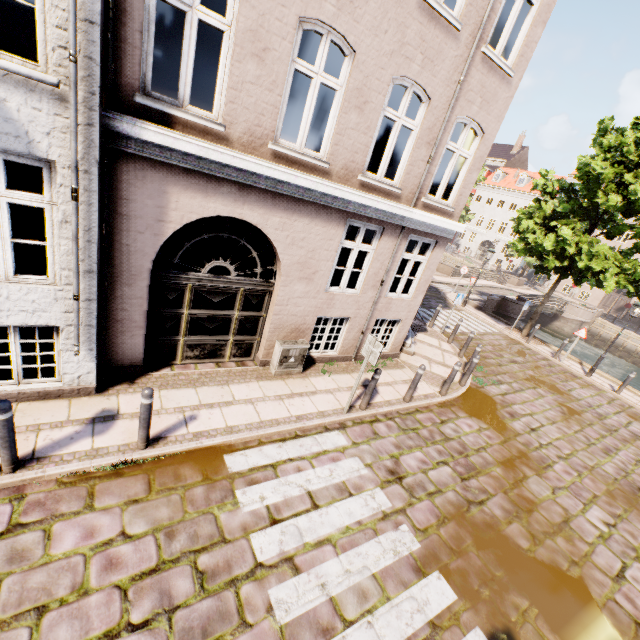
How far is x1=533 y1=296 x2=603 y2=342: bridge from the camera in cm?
2806

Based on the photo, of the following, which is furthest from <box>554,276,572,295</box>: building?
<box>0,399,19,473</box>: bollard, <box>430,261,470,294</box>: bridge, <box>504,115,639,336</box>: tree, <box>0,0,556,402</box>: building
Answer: <box>0,399,19,473</box>: bollard

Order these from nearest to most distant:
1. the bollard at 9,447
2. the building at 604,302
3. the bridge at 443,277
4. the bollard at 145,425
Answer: the bollard at 9,447
the bollard at 145,425
the bridge at 443,277
the building at 604,302

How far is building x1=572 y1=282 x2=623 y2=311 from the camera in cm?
3800

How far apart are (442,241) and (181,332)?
7.0m

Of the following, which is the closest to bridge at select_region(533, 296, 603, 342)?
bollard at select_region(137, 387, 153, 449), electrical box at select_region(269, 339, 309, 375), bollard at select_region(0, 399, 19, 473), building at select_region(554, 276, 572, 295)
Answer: building at select_region(554, 276, 572, 295)

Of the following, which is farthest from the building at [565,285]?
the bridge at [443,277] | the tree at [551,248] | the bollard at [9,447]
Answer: the bollard at [9,447]

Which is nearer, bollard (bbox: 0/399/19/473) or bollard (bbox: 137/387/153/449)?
bollard (bbox: 0/399/19/473)
